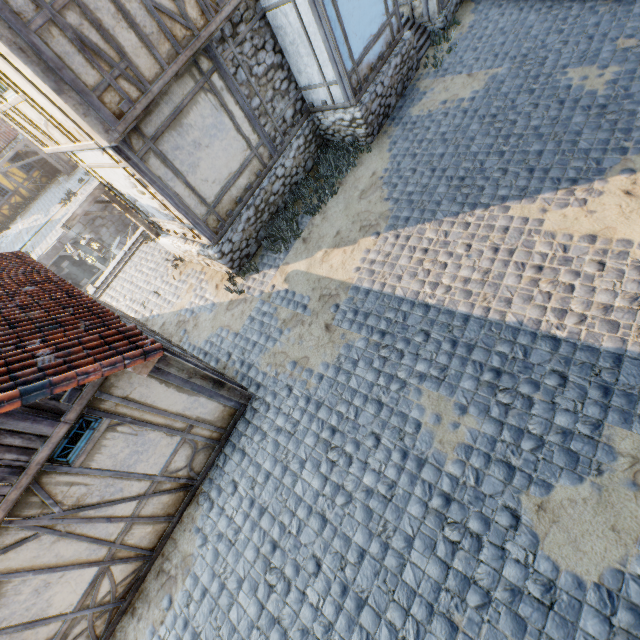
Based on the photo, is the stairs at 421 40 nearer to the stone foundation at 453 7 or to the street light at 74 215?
the stone foundation at 453 7

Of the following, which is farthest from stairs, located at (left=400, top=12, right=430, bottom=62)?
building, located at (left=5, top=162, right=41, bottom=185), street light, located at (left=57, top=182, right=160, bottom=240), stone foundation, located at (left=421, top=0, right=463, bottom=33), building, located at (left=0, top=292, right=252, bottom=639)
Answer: building, located at (left=5, top=162, right=41, bottom=185)

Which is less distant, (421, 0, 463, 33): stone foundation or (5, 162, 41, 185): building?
(421, 0, 463, 33): stone foundation

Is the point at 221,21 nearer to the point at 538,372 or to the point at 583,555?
the point at 538,372

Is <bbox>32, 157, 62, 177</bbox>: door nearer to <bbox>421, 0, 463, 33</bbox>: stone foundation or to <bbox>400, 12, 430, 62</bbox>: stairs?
<bbox>421, 0, 463, 33</bbox>: stone foundation

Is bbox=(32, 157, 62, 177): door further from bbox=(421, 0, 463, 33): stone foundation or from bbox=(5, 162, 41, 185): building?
bbox=(421, 0, 463, 33): stone foundation

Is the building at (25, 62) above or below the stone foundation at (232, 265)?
above
